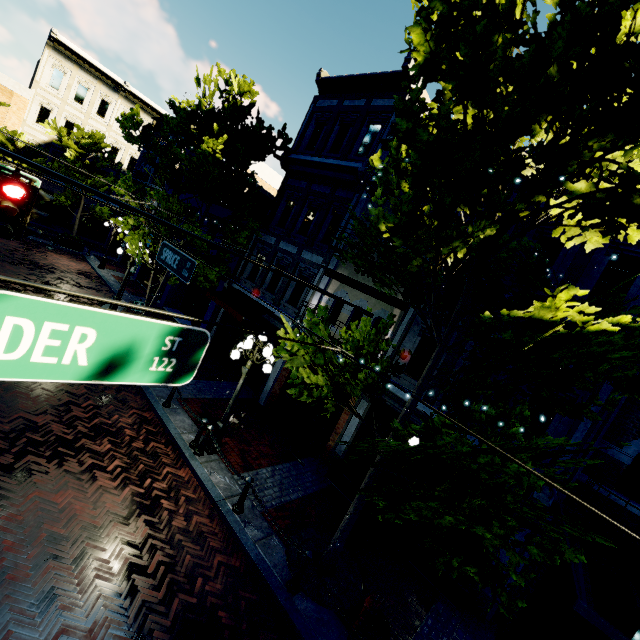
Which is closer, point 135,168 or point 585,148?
point 585,148

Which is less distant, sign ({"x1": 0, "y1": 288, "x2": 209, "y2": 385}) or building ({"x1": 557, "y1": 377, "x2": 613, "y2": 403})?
sign ({"x1": 0, "y1": 288, "x2": 209, "y2": 385})

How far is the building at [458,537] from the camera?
8.2m

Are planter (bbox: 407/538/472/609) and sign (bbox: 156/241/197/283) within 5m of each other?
no

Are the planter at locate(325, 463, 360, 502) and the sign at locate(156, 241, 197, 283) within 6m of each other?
no

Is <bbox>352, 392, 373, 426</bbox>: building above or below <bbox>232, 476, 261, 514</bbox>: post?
above

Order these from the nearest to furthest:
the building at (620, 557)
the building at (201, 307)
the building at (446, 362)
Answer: the building at (620, 557) → the building at (446, 362) → the building at (201, 307)

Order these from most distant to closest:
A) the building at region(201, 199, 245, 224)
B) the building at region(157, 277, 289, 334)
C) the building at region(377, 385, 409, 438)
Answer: the building at region(201, 199, 245, 224)
the building at region(157, 277, 289, 334)
the building at region(377, 385, 409, 438)
